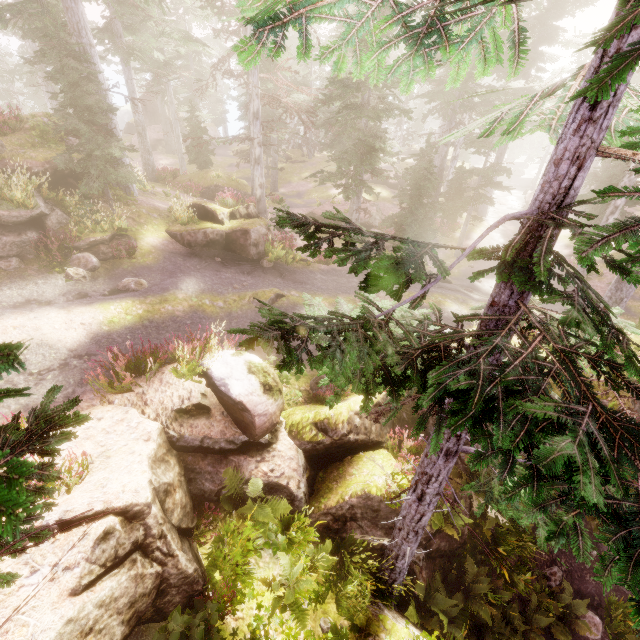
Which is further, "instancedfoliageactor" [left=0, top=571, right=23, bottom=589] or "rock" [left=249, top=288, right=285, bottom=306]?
"rock" [left=249, top=288, right=285, bottom=306]

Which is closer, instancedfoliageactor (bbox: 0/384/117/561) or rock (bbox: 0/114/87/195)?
instancedfoliageactor (bbox: 0/384/117/561)

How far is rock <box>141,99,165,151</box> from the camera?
38.1 meters

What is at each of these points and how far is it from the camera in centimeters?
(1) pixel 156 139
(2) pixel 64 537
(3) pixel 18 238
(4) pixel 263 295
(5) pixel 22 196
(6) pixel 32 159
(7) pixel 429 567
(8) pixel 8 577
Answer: (1) rock, 3828cm
(2) rock, 506cm
(3) rock, 1096cm
(4) rock, 1279cm
(5) instancedfoliageactor, 1105cm
(6) rock, 1253cm
(7) rock, 938cm
(8) instancedfoliageactor, 191cm

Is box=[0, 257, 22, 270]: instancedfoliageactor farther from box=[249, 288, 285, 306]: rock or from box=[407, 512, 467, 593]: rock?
box=[249, 288, 285, 306]: rock

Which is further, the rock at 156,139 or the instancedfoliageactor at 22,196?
the rock at 156,139

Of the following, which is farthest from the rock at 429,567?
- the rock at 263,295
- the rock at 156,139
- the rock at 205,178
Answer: the rock at 156,139
